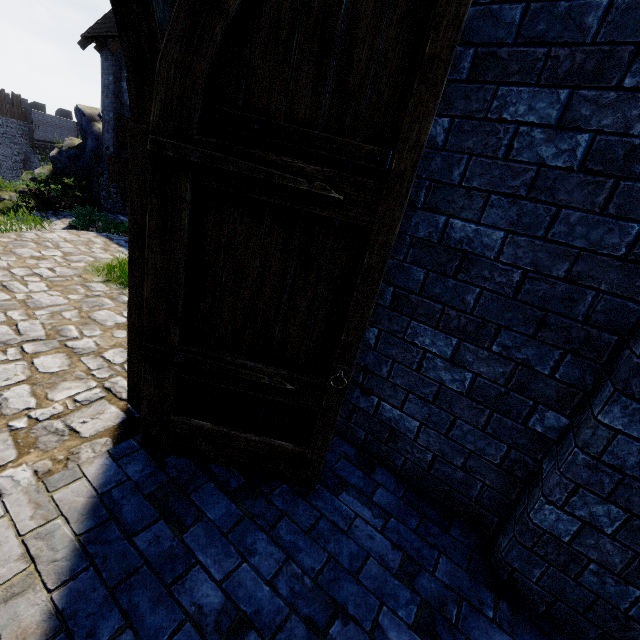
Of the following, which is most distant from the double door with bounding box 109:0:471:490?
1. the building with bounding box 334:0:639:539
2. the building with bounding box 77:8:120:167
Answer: the building with bounding box 77:8:120:167

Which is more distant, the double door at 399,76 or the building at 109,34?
the building at 109,34

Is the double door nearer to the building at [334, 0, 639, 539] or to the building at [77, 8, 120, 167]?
the building at [334, 0, 639, 539]

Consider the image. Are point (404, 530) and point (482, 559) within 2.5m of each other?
yes

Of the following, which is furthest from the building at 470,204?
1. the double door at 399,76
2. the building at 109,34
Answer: the building at 109,34

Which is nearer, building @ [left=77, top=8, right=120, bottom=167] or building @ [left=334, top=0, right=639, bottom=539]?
building @ [left=334, top=0, right=639, bottom=539]
